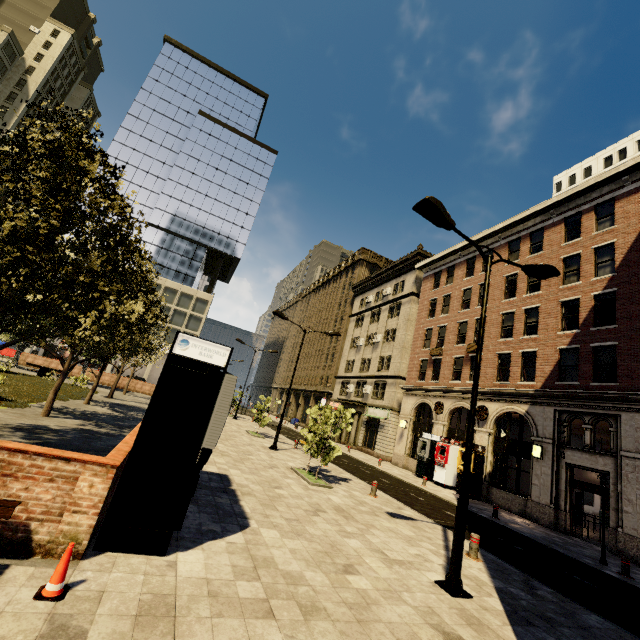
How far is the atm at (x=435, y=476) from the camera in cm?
2092

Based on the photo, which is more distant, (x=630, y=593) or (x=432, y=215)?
(x=630, y=593)

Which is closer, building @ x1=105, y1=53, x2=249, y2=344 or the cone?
the cone

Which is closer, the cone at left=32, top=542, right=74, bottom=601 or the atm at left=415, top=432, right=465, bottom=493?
the cone at left=32, top=542, right=74, bottom=601

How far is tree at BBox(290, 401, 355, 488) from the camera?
13.1m

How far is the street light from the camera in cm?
631

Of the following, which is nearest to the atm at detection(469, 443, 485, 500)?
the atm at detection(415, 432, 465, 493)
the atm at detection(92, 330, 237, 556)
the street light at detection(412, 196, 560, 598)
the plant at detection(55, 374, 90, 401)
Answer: the atm at detection(415, 432, 465, 493)

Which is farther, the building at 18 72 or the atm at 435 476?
the building at 18 72
